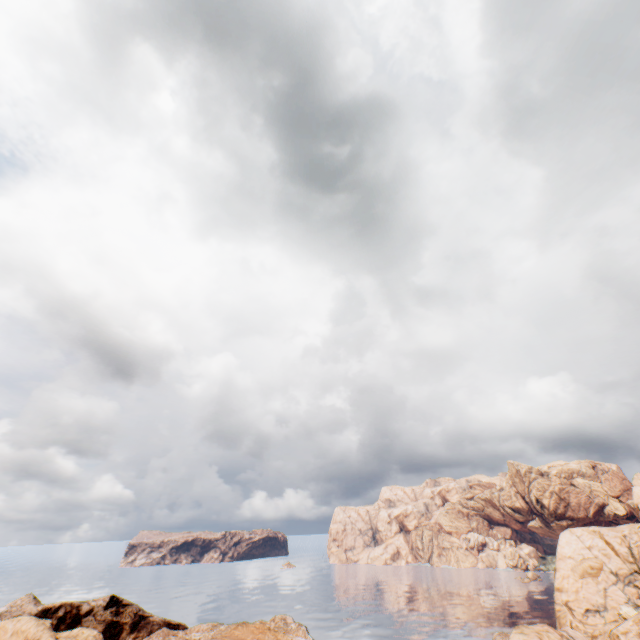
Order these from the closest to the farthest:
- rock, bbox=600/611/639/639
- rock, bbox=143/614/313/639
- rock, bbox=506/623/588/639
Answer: rock, bbox=143/614/313/639 → rock, bbox=506/623/588/639 → rock, bbox=600/611/639/639

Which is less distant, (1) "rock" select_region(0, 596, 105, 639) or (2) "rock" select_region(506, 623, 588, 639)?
(2) "rock" select_region(506, 623, 588, 639)

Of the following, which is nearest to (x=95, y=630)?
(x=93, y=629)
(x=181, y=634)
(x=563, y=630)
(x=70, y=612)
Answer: (x=93, y=629)

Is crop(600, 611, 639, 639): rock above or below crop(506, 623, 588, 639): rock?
below

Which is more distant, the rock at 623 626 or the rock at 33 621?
the rock at 623 626
